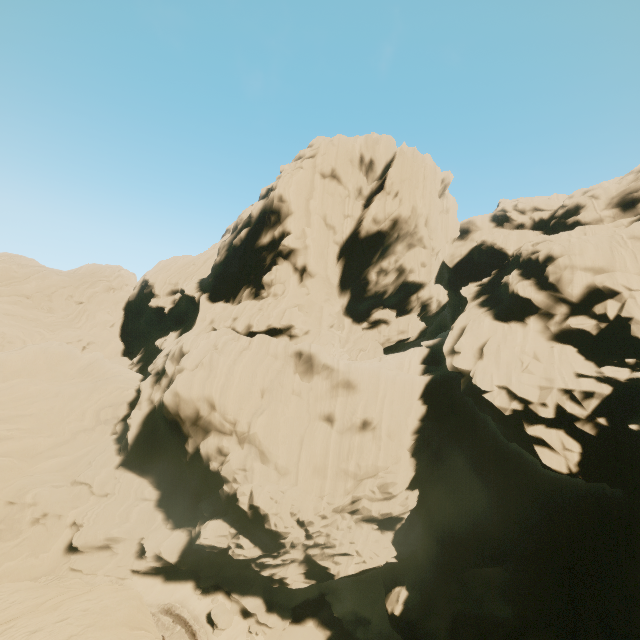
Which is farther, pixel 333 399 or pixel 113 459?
pixel 113 459
